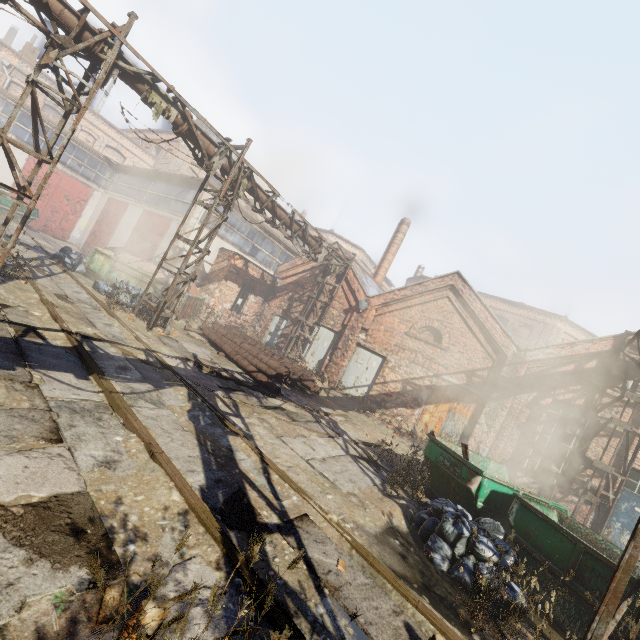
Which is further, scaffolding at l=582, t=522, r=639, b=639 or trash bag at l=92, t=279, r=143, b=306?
trash bag at l=92, t=279, r=143, b=306

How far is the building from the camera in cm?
2383

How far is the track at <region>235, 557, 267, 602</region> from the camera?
2.9m

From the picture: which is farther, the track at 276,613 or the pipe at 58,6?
the pipe at 58,6

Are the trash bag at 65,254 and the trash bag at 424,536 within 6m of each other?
no

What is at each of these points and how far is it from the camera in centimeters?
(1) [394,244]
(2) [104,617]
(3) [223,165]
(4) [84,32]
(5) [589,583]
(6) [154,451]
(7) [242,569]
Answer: (1) building, 2400cm
(2) instancedfoliageactor, 219cm
(3) pipe, 1048cm
(4) pipe, 710cm
(5) container, 499cm
(6) track, 418cm
(7) track, 307cm

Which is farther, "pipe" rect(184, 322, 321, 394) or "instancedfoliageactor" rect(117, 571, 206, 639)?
"pipe" rect(184, 322, 321, 394)

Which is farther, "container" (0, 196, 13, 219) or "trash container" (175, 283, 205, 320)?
"container" (0, 196, 13, 219)
